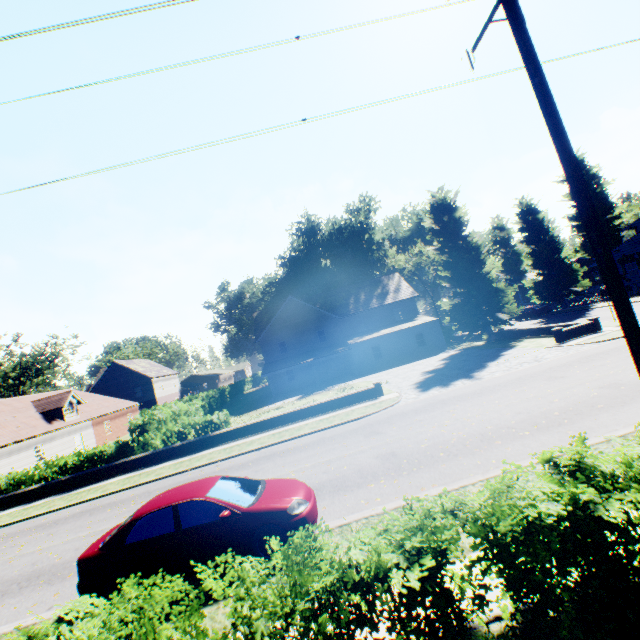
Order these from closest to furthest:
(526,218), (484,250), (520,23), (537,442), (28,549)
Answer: (520,23)
(537,442)
(28,549)
(484,250)
(526,218)

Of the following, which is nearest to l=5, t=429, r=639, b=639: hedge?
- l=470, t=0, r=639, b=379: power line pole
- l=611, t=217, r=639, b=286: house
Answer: l=470, t=0, r=639, b=379: power line pole

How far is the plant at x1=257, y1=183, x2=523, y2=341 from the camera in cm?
2958

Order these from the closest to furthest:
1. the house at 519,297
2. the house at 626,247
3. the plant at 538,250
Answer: the house at 626,247
the plant at 538,250
the house at 519,297

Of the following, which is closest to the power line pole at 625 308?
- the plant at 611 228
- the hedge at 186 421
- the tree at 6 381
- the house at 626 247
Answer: the hedge at 186 421

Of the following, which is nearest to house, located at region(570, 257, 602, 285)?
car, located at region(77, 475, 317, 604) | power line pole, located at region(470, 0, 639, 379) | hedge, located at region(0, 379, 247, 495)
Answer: hedge, located at region(0, 379, 247, 495)

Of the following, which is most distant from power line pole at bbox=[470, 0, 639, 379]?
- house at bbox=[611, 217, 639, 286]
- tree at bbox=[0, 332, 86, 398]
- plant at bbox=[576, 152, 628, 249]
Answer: house at bbox=[611, 217, 639, 286]

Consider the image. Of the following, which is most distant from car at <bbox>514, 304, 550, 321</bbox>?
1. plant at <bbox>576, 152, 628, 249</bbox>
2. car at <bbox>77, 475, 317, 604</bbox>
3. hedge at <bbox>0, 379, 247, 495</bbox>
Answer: car at <bbox>77, 475, 317, 604</bbox>
